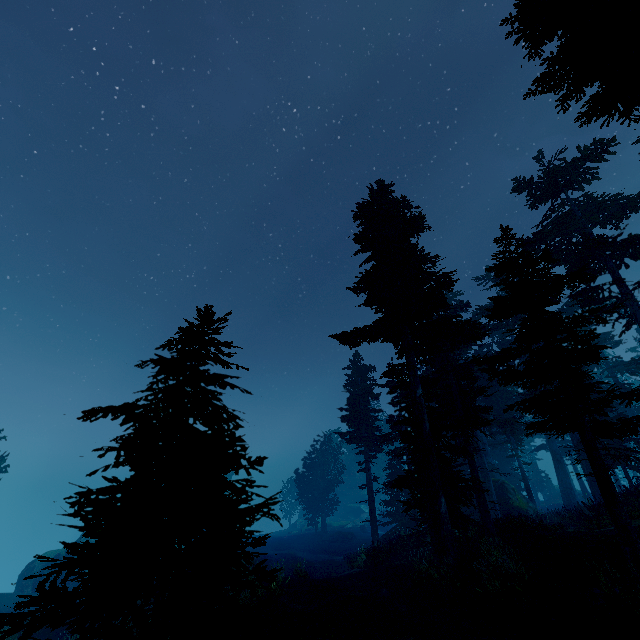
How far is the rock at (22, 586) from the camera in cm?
3276

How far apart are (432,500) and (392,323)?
7.9m

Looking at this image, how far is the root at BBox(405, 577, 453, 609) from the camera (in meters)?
10.95

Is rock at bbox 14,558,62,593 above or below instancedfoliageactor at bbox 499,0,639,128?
below

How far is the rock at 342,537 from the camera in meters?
40.6 m

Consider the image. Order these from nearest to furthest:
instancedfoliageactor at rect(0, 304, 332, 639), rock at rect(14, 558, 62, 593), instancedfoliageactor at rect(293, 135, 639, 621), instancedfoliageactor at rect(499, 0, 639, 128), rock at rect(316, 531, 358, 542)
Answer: instancedfoliageactor at rect(0, 304, 332, 639)
instancedfoliageactor at rect(499, 0, 639, 128)
instancedfoliageactor at rect(293, 135, 639, 621)
rock at rect(14, 558, 62, 593)
rock at rect(316, 531, 358, 542)

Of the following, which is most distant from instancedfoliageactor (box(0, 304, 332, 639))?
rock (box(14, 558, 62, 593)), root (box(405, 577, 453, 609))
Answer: root (box(405, 577, 453, 609))
